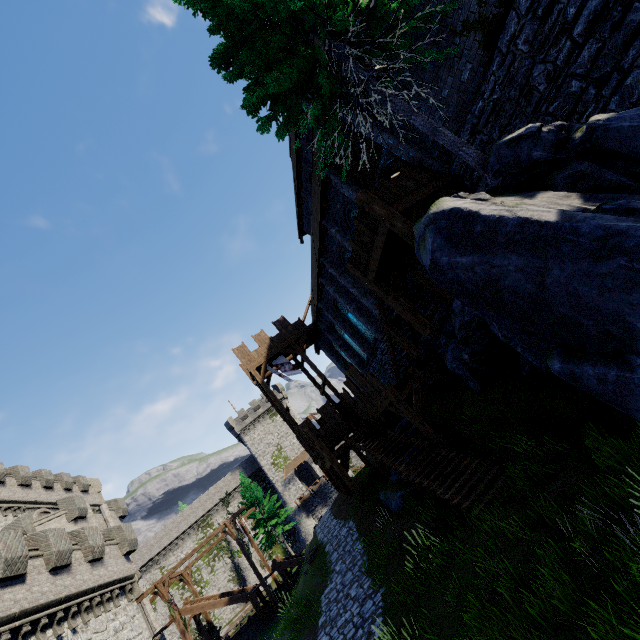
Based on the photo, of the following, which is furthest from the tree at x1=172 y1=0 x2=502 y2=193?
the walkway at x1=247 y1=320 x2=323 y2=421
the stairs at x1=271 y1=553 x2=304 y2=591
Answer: the stairs at x1=271 y1=553 x2=304 y2=591

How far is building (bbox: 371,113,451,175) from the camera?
10.3m

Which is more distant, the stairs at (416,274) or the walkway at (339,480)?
the walkway at (339,480)

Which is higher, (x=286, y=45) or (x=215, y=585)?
(x=286, y=45)

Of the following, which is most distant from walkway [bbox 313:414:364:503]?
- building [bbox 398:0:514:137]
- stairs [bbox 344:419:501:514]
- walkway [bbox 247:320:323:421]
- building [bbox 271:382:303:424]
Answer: building [bbox 271:382:303:424]

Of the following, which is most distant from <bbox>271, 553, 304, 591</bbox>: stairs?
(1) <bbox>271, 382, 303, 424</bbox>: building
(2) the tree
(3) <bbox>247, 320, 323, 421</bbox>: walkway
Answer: (2) the tree

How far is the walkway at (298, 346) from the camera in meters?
24.4 m

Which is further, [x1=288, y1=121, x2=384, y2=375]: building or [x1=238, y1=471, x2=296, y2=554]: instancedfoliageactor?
[x1=238, y1=471, x2=296, y2=554]: instancedfoliageactor
